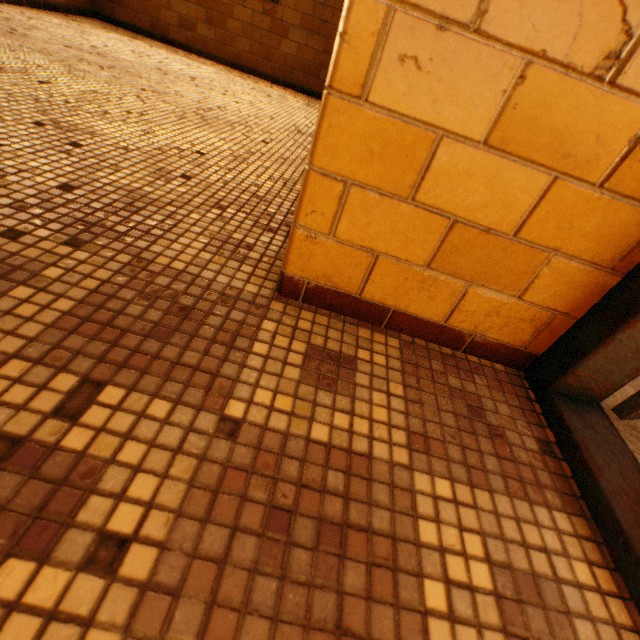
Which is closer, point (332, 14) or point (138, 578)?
point (138, 578)
